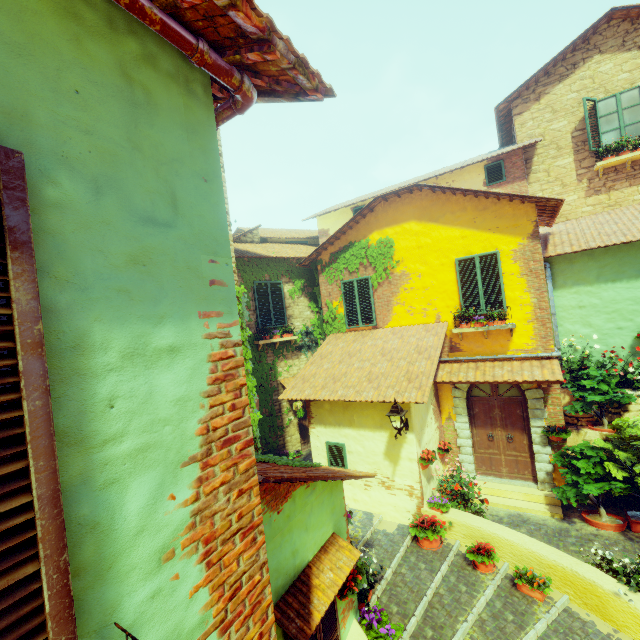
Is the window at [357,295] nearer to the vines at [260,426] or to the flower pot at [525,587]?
the vines at [260,426]

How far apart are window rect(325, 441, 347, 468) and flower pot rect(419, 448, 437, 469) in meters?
1.9

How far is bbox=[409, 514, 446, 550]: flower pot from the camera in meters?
6.9

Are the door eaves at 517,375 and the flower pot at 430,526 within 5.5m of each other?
yes

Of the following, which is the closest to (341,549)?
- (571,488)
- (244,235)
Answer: (571,488)

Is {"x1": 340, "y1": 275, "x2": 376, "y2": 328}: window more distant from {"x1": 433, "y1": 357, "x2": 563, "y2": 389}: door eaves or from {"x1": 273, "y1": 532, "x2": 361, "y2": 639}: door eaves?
{"x1": 273, "y1": 532, "x2": 361, "y2": 639}: door eaves

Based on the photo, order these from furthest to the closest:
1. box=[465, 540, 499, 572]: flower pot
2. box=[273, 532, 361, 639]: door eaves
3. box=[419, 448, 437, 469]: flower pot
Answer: box=[419, 448, 437, 469]: flower pot < box=[465, 540, 499, 572]: flower pot < box=[273, 532, 361, 639]: door eaves

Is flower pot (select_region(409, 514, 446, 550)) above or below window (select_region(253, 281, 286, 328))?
below
